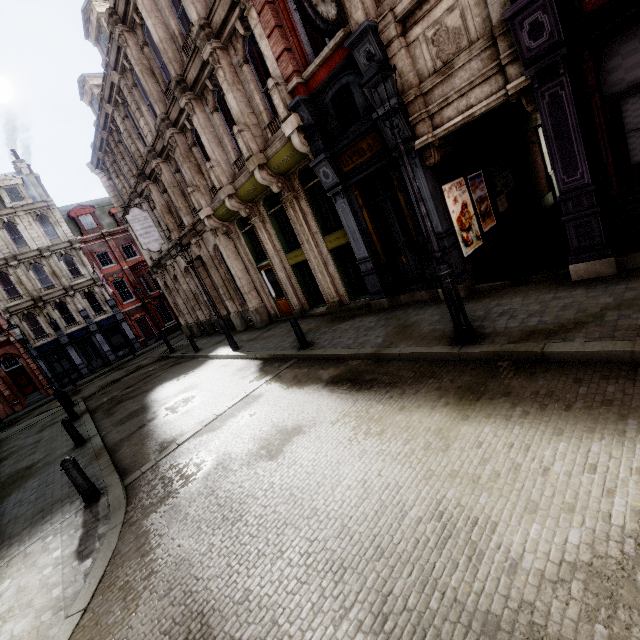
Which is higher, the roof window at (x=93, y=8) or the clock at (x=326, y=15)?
the roof window at (x=93, y=8)

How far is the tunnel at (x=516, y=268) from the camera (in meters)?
7.44

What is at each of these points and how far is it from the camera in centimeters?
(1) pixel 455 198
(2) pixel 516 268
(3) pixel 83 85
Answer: (1) poster, 841cm
(2) tunnel, 811cm
(3) roof window, 1958cm

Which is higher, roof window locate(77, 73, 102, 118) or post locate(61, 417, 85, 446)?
roof window locate(77, 73, 102, 118)

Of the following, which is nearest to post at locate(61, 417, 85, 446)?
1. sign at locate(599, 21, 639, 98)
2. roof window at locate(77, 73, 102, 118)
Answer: sign at locate(599, 21, 639, 98)

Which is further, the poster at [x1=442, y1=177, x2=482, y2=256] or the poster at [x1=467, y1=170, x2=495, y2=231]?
the poster at [x1=467, y1=170, x2=495, y2=231]

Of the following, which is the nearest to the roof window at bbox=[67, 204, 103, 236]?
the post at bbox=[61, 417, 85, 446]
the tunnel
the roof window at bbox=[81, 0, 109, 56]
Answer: the roof window at bbox=[81, 0, 109, 56]

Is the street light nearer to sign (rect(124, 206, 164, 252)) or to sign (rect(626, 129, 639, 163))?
sign (rect(626, 129, 639, 163))
